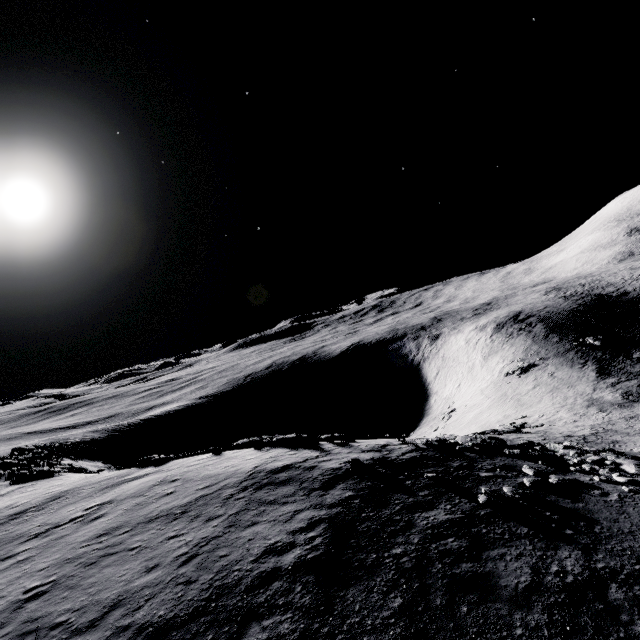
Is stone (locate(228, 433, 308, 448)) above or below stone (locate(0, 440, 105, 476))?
above

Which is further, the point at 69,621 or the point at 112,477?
the point at 112,477

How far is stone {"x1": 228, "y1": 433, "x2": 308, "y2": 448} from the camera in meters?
20.2 m

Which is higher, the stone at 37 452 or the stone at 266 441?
the stone at 266 441

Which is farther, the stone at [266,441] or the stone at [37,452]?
the stone at [37,452]

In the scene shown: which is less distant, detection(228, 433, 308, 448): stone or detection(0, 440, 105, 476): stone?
detection(228, 433, 308, 448): stone
